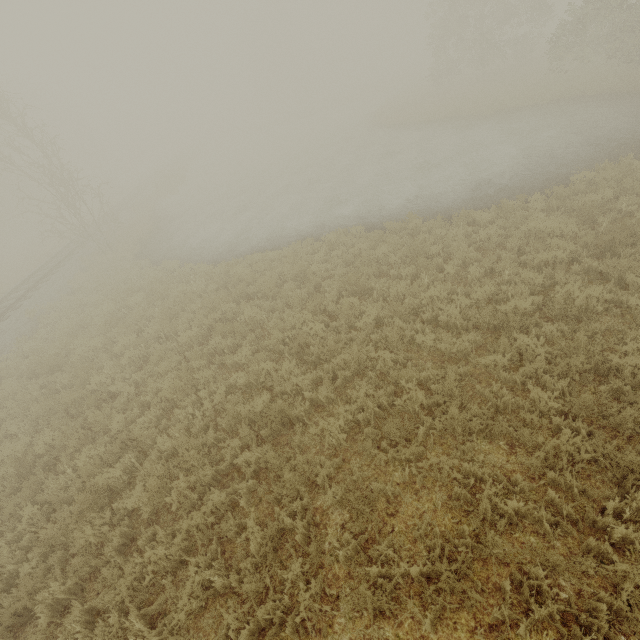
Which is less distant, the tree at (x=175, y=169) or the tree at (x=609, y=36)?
the tree at (x=609, y=36)

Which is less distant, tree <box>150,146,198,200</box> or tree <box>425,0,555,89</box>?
tree <box>425,0,555,89</box>

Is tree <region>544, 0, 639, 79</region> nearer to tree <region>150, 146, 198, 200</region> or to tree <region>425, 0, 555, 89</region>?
tree <region>425, 0, 555, 89</region>

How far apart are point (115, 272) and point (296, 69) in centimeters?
5792cm

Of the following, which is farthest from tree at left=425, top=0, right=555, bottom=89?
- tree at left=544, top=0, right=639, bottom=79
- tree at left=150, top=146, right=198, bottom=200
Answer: tree at left=150, top=146, right=198, bottom=200

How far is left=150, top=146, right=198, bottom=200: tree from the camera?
31.7 meters

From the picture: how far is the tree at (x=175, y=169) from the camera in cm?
3167

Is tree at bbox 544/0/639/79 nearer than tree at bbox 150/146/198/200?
Yes
